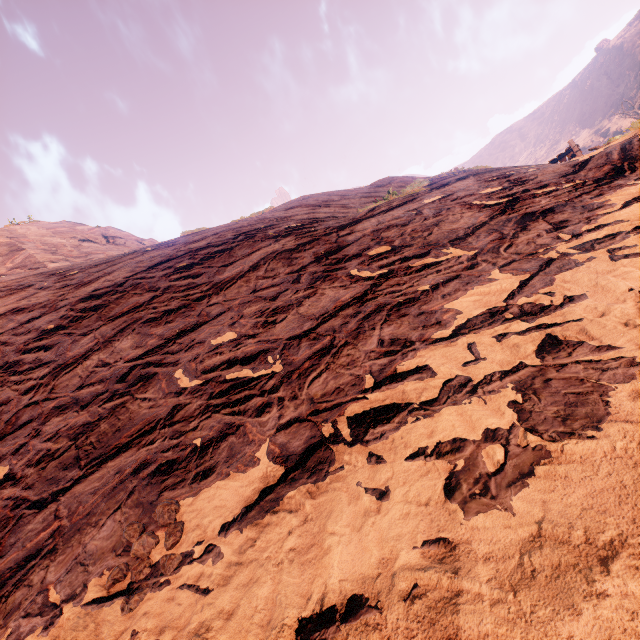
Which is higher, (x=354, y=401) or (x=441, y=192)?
(x=441, y=192)
